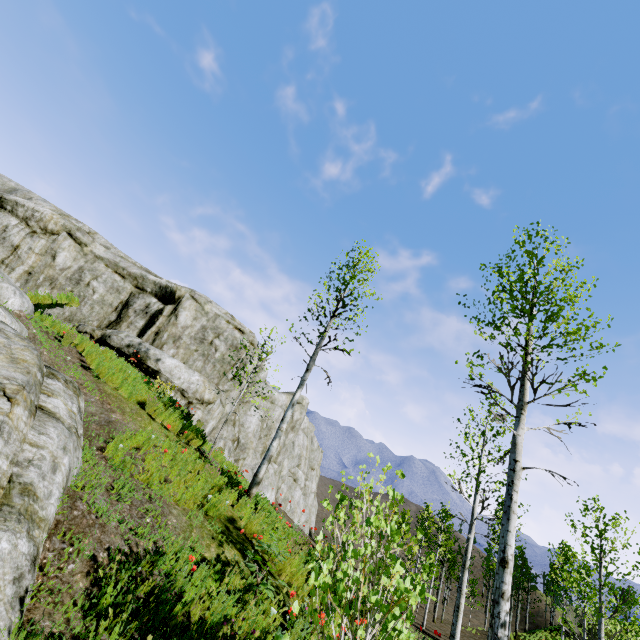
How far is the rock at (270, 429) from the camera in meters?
17.1 m

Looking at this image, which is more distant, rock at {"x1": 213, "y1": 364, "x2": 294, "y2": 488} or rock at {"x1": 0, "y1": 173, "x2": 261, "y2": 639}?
rock at {"x1": 213, "y1": 364, "x2": 294, "y2": 488}

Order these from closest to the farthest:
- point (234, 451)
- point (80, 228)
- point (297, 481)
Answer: point (80, 228) → point (234, 451) → point (297, 481)

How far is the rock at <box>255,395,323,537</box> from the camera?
23.6 meters

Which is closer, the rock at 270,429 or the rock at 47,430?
the rock at 47,430
